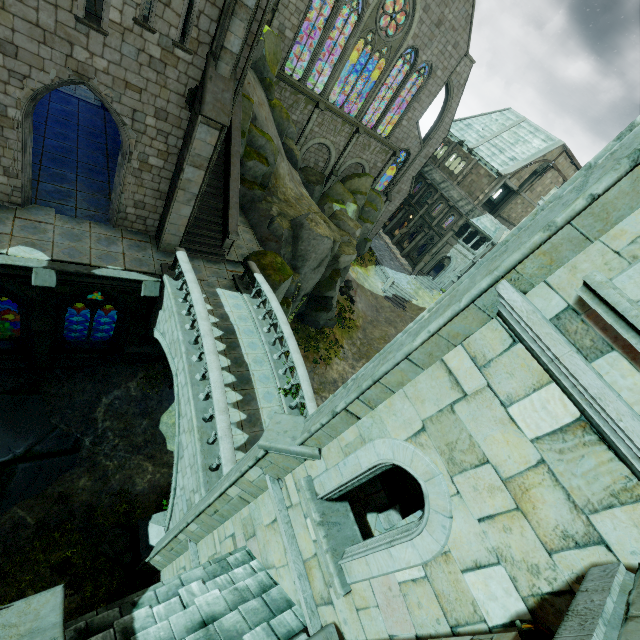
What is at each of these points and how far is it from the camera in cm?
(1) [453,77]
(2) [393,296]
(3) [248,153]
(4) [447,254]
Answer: (1) building, 3016
(2) stair, 3694
(3) rock, 1856
(4) window, 4181

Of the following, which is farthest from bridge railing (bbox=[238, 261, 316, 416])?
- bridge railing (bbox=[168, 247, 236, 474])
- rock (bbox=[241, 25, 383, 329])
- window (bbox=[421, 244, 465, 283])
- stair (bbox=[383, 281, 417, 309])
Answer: window (bbox=[421, 244, 465, 283])

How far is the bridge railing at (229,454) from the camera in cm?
845

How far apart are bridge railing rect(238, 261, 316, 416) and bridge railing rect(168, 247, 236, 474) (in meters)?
2.66

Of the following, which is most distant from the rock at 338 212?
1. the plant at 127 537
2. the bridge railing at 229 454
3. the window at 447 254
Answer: the window at 447 254

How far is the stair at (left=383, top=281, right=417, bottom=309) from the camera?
36.5 meters

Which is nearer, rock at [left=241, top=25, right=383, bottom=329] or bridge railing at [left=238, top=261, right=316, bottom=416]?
bridge railing at [left=238, top=261, right=316, bottom=416]

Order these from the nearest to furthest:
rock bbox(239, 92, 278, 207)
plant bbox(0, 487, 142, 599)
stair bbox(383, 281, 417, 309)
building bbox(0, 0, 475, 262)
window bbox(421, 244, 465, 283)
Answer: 1. building bbox(0, 0, 475, 262)
2. plant bbox(0, 487, 142, 599)
3. rock bbox(239, 92, 278, 207)
4. stair bbox(383, 281, 417, 309)
5. window bbox(421, 244, 465, 283)
